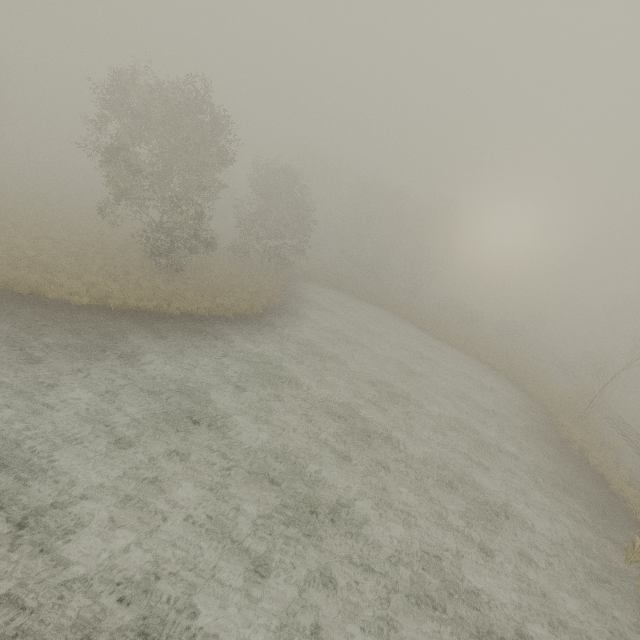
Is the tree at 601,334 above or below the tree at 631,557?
above

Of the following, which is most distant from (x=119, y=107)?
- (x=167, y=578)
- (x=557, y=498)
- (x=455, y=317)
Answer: (x=455, y=317)

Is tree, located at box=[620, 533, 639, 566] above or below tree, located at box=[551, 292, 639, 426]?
below

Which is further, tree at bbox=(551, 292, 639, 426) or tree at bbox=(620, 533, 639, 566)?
tree at bbox=(551, 292, 639, 426)

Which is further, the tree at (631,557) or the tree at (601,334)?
the tree at (601,334)
